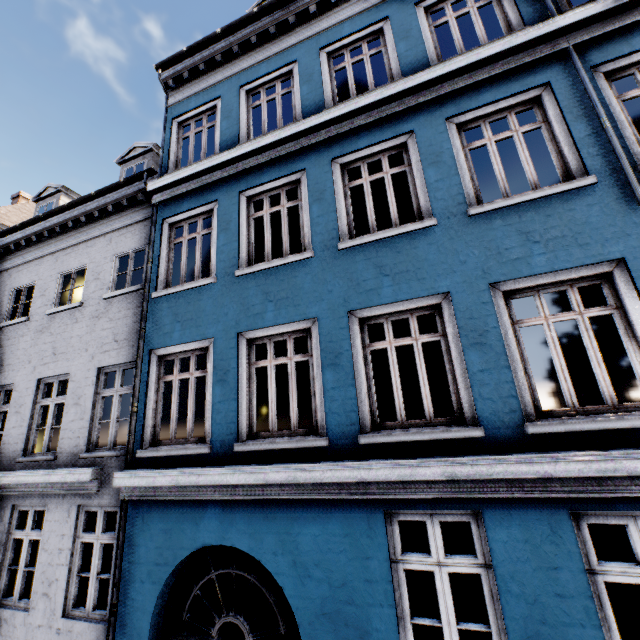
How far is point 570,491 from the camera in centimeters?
340cm
